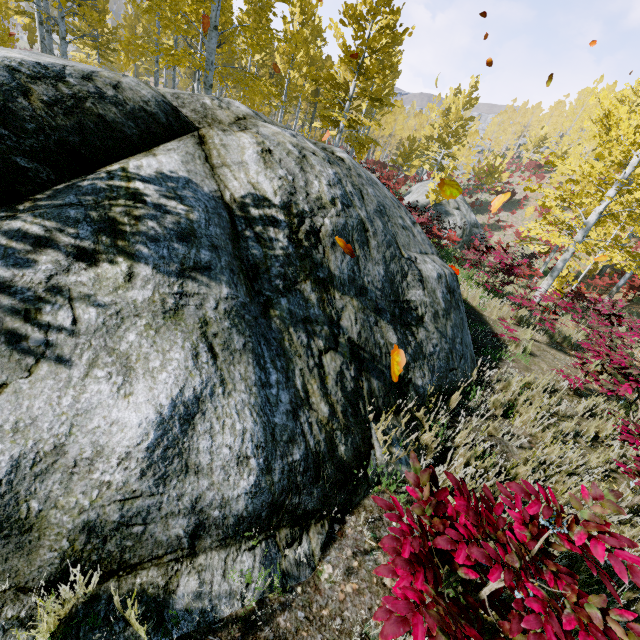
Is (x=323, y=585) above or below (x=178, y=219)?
below

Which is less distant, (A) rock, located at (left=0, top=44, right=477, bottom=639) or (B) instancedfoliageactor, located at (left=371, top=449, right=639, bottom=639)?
(B) instancedfoliageactor, located at (left=371, top=449, right=639, bottom=639)

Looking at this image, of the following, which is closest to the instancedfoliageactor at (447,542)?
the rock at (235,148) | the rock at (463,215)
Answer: the rock at (235,148)

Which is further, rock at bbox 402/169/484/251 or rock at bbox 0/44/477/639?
rock at bbox 402/169/484/251

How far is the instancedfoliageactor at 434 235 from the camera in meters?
10.5 m

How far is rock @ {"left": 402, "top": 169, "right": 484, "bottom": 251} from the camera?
23.0 meters

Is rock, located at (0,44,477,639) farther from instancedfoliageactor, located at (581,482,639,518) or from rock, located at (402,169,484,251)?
rock, located at (402,169,484,251)
